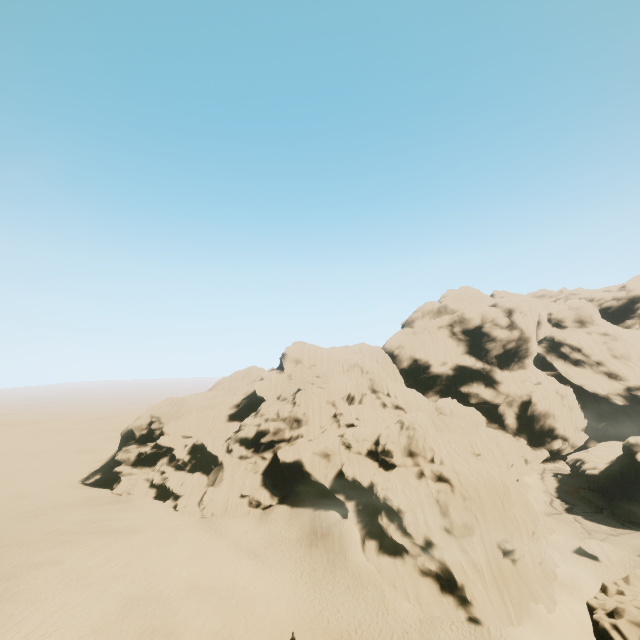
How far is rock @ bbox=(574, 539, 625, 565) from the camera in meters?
37.4 m

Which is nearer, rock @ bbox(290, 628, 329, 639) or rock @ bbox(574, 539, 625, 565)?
rock @ bbox(290, 628, 329, 639)

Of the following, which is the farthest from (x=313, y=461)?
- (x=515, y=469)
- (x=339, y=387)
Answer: (x=515, y=469)

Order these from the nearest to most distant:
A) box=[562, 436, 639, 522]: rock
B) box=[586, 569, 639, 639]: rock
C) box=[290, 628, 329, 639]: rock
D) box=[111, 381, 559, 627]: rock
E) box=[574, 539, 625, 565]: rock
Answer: box=[586, 569, 639, 639]: rock
box=[290, 628, 329, 639]: rock
box=[111, 381, 559, 627]: rock
box=[574, 539, 625, 565]: rock
box=[562, 436, 639, 522]: rock

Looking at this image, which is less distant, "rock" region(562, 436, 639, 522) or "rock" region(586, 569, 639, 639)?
"rock" region(586, 569, 639, 639)

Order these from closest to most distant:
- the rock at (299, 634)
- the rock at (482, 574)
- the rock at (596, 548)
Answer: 1. the rock at (299, 634)
2. the rock at (482, 574)
3. the rock at (596, 548)

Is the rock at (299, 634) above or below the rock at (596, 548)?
above
